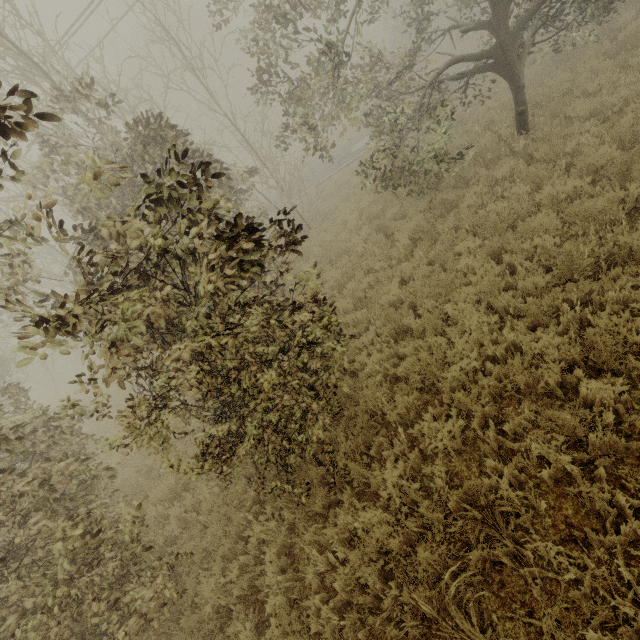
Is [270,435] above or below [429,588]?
above
